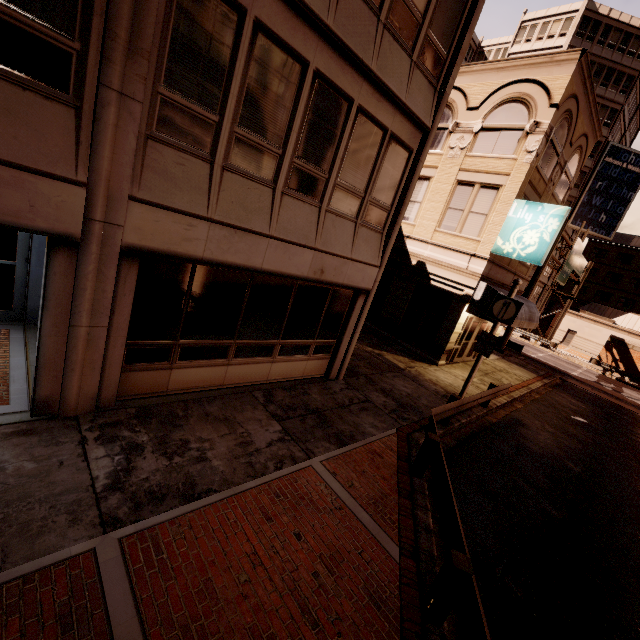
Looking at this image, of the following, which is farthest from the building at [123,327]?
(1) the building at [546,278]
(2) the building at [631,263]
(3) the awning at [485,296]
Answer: (2) the building at [631,263]

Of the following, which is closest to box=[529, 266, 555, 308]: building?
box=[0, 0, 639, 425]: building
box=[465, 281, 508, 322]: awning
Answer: box=[465, 281, 508, 322]: awning

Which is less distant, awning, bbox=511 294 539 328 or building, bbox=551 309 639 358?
Answer: awning, bbox=511 294 539 328

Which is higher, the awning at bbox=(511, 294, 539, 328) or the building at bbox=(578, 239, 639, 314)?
the building at bbox=(578, 239, 639, 314)

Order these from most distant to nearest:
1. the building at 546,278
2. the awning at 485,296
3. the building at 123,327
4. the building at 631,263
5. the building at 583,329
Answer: the building at 631,263 → the building at 546,278 → the building at 583,329 → the awning at 485,296 → the building at 123,327

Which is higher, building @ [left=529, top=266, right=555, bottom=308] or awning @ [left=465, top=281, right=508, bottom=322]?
building @ [left=529, top=266, right=555, bottom=308]

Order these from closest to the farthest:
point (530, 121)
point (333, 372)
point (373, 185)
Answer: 1. point (373, 185)
2. point (333, 372)
3. point (530, 121)

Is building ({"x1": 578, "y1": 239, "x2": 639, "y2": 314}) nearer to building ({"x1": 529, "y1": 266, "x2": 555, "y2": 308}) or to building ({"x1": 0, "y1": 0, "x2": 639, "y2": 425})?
building ({"x1": 529, "y1": 266, "x2": 555, "y2": 308})
